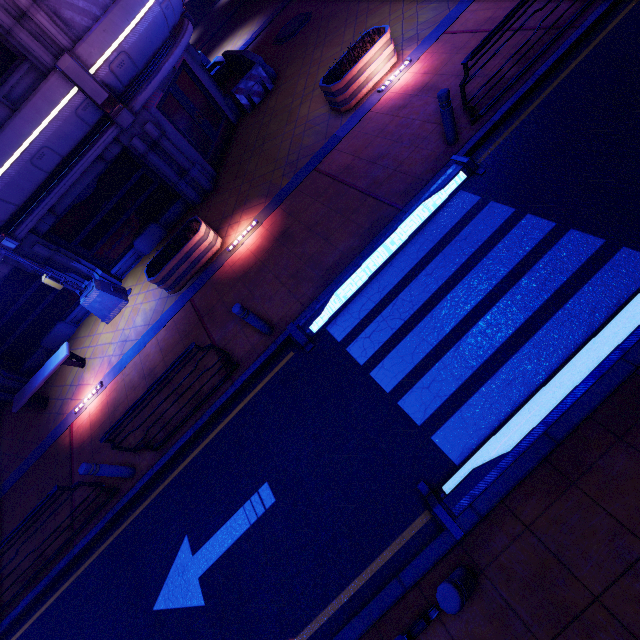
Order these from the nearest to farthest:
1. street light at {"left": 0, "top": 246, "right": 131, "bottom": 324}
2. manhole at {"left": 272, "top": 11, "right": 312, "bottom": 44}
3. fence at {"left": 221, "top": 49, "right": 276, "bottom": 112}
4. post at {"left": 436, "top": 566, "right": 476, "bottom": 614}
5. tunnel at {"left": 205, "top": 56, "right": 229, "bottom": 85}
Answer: post at {"left": 436, "top": 566, "right": 476, "bottom": 614}
street light at {"left": 0, "top": 246, "right": 131, "bottom": 324}
fence at {"left": 221, "top": 49, "right": 276, "bottom": 112}
manhole at {"left": 272, "top": 11, "right": 312, "bottom": 44}
tunnel at {"left": 205, "top": 56, "right": 229, "bottom": 85}

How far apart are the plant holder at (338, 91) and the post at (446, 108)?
3.7 meters

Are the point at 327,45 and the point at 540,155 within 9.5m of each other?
no

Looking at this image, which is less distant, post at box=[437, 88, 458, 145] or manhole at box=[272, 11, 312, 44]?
post at box=[437, 88, 458, 145]

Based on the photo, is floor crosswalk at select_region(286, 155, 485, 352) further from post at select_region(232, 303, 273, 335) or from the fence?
the fence

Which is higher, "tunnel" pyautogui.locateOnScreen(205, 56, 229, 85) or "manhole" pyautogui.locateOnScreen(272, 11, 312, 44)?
"tunnel" pyautogui.locateOnScreen(205, 56, 229, 85)

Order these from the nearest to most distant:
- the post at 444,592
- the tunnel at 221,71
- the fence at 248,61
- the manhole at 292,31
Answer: the post at 444,592, the fence at 248,61, the manhole at 292,31, the tunnel at 221,71

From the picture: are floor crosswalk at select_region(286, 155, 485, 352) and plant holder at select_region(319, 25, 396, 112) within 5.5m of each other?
yes
